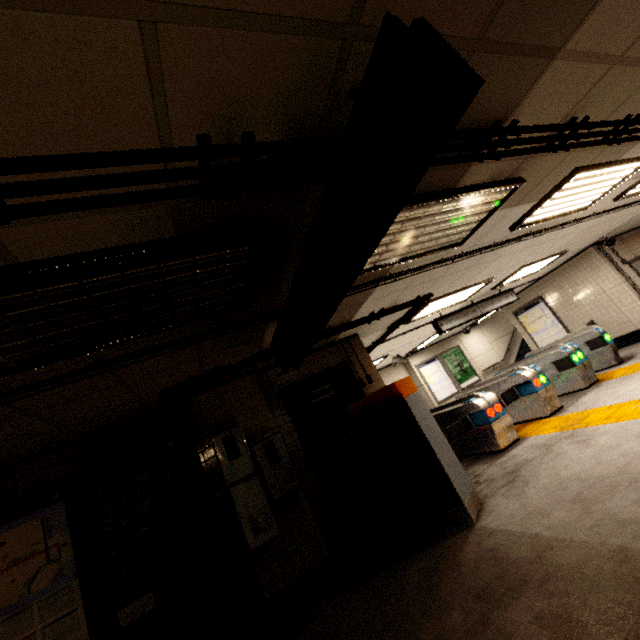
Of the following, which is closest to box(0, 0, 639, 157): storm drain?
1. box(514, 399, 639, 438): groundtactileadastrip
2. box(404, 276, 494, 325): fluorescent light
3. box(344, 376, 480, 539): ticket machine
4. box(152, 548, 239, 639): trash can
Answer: box(404, 276, 494, 325): fluorescent light

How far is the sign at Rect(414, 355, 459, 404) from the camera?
13.2m

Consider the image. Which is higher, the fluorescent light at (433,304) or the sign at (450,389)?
the fluorescent light at (433,304)

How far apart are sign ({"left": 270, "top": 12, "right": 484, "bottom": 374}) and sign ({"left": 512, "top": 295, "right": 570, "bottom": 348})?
10.8 meters

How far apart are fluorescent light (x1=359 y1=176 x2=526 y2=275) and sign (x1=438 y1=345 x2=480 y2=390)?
10.9 meters

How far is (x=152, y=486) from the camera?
4.0 meters

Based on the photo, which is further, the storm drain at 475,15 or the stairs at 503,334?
the stairs at 503,334

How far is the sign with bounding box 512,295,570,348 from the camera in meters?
10.8
